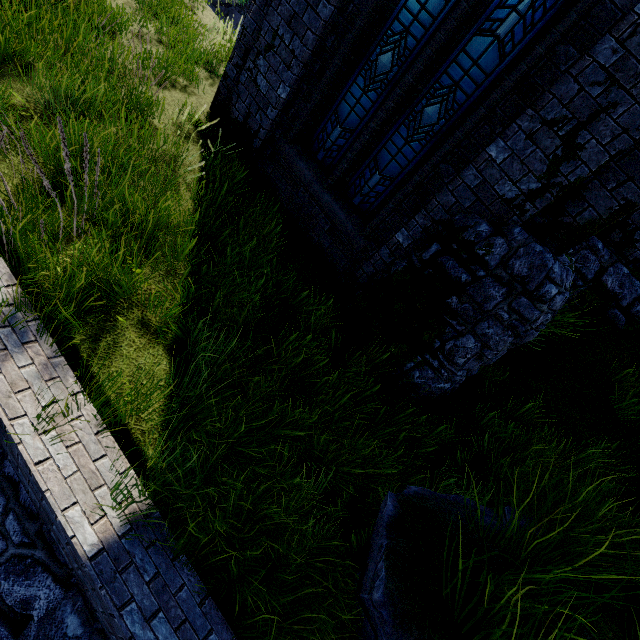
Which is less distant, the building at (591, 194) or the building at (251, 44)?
the building at (591, 194)

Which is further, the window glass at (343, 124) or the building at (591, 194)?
the window glass at (343, 124)

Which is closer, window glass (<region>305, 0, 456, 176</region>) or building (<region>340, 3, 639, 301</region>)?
building (<region>340, 3, 639, 301</region>)

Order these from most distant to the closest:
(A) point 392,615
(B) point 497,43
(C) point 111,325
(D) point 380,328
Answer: (D) point 380,328
(B) point 497,43
(C) point 111,325
(A) point 392,615

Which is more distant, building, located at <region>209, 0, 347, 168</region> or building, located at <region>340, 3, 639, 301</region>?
building, located at <region>209, 0, 347, 168</region>

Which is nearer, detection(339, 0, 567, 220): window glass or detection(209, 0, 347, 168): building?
detection(339, 0, 567, 220): window glass
